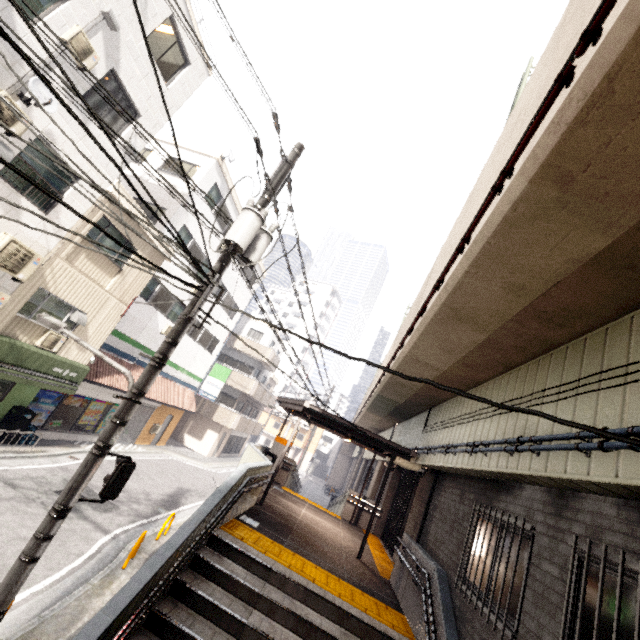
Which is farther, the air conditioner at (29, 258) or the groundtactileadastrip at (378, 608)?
the air conditioner at (29, 258)

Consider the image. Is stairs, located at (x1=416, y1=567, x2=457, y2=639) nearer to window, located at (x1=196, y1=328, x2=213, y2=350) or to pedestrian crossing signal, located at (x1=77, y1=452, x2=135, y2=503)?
pedestrian crossing signal, located at (x1=77, y1=452, x2=135, y2=503)

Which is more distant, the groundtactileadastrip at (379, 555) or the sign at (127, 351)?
the sign at (127, 351)

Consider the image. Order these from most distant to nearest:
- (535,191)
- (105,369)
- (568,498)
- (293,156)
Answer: (105,369)
(293,156)
(568,498)
(535,191)

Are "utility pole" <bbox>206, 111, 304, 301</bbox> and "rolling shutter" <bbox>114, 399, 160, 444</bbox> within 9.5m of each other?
no

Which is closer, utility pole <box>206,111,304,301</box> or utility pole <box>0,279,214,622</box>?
utility pole <box>0,279,214,622</box>

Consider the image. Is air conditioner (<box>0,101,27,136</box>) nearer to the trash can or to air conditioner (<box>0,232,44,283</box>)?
air conditioner (<box>0,232,44,283</box>)

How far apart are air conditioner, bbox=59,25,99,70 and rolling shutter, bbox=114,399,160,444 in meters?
14.8 m
